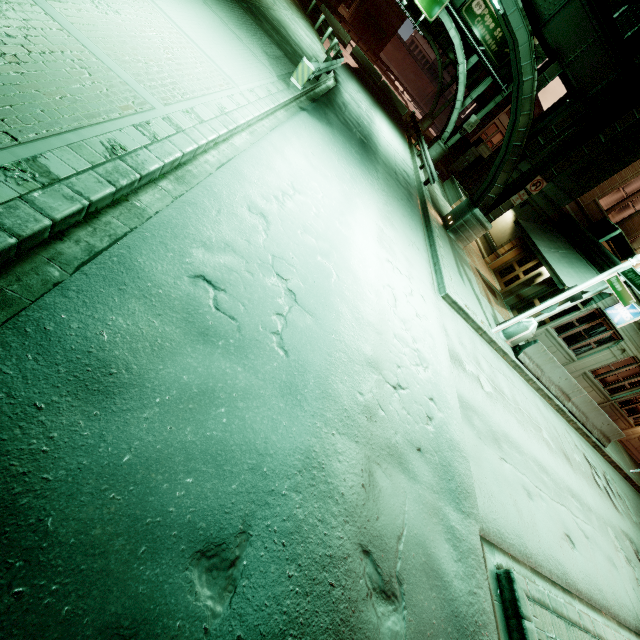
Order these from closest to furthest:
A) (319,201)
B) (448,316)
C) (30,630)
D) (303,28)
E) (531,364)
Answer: (30,630) < (319,201) < (448,316) < (531,364) < (303,28)

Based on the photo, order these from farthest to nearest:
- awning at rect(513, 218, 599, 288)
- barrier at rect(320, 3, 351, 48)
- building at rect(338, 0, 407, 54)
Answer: building at rect(338, 0, 407, 54) → barrier at rect(320, 3, 351, 48) → awning at rect(513, 218, 599, 288)

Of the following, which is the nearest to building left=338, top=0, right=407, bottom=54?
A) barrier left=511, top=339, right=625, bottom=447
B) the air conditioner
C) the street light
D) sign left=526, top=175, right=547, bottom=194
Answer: the air conditioner

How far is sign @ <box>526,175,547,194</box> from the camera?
14.91m

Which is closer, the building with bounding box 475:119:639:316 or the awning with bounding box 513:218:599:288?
the awning with bounding box 513:218:599:288

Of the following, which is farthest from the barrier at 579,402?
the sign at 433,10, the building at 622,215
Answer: the sign at 433,10

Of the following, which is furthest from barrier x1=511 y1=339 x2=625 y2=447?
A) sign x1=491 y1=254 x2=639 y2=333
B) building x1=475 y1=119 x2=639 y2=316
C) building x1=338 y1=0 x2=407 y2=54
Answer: building x1=338 y1=0 x2=407 y2=54

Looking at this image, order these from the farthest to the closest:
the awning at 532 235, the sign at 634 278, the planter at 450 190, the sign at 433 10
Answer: the planter at 450 190
the sign at 433 10
the awning at 532 235
the sign at 634 278
